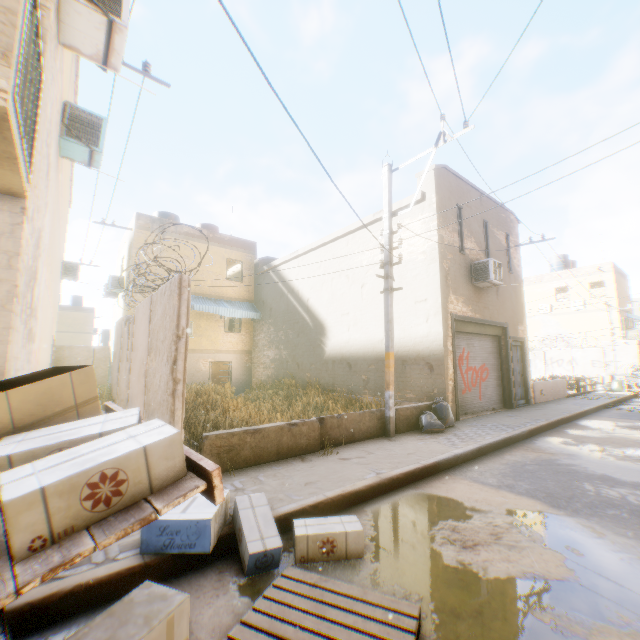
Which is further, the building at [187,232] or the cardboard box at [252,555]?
the building at [187,232]

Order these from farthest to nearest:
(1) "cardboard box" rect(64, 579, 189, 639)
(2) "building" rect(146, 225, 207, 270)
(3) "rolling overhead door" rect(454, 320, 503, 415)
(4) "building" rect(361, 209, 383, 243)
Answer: (2) "building" rect(146, 225, 207, 270) → (4) "building" rect(361, 209, 383, 243) → (3) "rolling overhead door" rect(454, 320, 503, 415) → (1) "cardboard box" rect(64, 579, 189, 639)

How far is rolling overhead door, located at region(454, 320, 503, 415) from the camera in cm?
1102

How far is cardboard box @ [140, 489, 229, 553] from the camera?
3.1 meters

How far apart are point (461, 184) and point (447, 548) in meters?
11.8 m

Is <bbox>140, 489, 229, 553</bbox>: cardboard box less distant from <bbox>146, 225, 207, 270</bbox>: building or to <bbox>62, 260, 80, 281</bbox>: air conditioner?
<bbox>146, 225, 207, 270</bbox>: building

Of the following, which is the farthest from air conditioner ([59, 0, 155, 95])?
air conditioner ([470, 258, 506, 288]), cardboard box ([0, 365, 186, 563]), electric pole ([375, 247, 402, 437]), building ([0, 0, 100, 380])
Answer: air conditioner ([470, 258, 506, 288])

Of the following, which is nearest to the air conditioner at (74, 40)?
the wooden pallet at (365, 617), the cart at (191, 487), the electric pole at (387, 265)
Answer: the electric pole at (387, 265)
